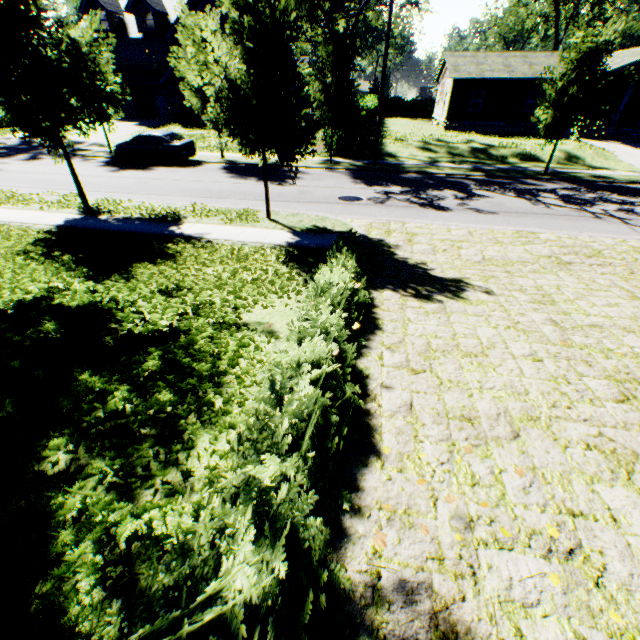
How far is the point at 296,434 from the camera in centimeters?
291cm

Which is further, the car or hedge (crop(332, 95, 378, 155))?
hedge (crop(332, 95, 378, 155))

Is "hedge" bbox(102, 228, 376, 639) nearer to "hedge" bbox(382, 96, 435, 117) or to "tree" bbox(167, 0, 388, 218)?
"tree" bbox(167, 0, 388, 218)

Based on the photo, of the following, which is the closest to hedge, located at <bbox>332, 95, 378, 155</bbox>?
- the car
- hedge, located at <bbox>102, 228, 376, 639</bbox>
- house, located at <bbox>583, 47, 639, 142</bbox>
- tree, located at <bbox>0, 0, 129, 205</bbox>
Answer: tree, located at <bbox>0, 0, 129, 205</bbox>

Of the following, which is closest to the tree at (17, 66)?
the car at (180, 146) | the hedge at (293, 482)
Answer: the car at (180, 146)

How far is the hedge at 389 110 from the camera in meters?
49.3

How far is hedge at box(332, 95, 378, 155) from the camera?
21.46m

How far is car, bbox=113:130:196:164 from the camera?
18.69m
